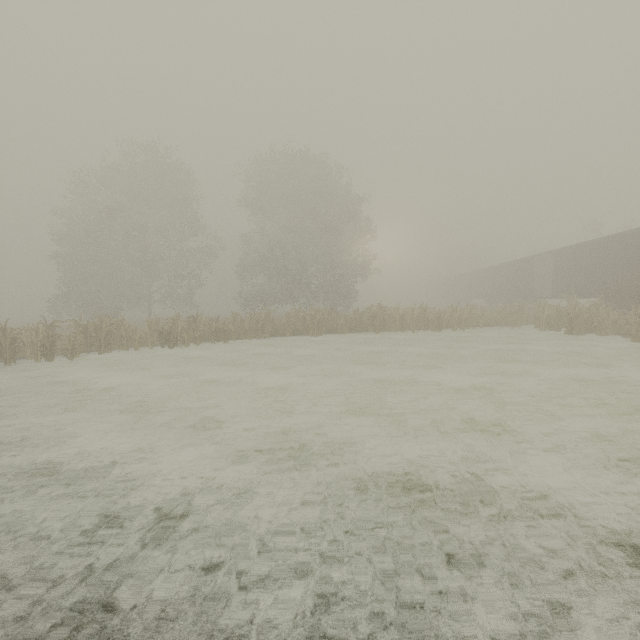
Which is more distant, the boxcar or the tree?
the boxcar

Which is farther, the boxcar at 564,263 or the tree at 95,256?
the boxcar at 564,263

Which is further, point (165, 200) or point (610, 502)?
point (165, 200)
